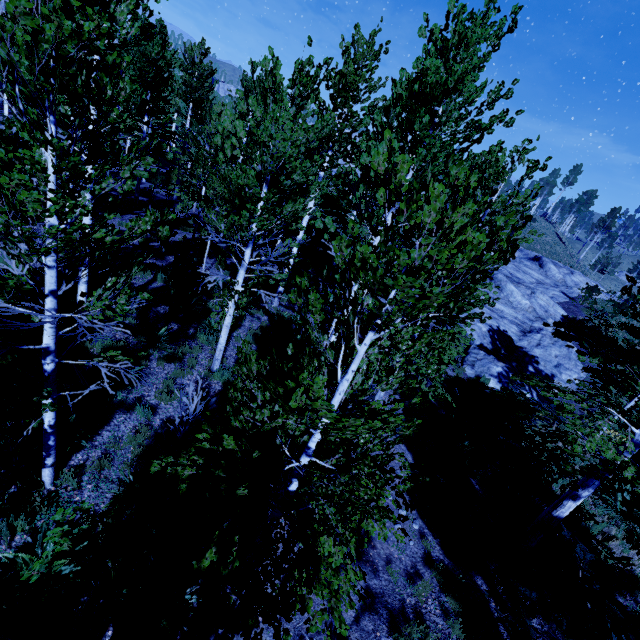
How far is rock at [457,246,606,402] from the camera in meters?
16.1 m

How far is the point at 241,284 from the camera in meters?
7.9

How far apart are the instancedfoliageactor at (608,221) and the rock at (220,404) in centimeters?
6717cm

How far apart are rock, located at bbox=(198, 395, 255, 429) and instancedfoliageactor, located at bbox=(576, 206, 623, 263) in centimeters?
6717cm

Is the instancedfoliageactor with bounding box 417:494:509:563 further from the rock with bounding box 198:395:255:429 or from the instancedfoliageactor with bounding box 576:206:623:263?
the instancedfoliageactor with bounding box 576:206:623:263

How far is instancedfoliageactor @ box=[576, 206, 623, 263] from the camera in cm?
5155

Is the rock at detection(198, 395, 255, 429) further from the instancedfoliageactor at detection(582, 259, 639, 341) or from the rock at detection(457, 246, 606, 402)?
the rock at detection(457, 246, 606, 402)

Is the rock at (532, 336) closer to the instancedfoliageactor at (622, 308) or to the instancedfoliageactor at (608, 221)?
the instancedfoliageactor at (622, 308)
